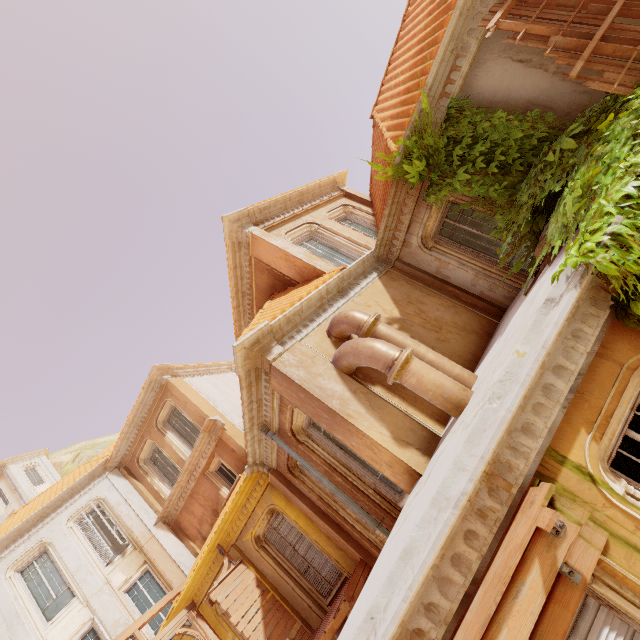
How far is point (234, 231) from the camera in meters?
9.7

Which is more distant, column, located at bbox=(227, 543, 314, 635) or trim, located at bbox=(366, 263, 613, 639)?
column, located at bbox=(227, 543, 314, 635)

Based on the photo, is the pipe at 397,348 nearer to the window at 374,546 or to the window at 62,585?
the window at 374,546

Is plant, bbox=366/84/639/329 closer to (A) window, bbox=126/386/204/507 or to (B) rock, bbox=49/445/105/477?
(A) window, bbox=126/386/204/507

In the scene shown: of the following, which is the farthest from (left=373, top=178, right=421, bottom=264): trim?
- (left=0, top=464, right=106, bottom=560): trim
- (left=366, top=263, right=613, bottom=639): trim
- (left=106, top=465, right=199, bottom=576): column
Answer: (left=106, top=465, right=199, bottom=576): column

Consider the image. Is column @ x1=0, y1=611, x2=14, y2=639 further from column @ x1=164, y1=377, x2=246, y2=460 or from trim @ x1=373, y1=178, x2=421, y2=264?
trim @ x1=373, y1=178, x2=421, y2=264

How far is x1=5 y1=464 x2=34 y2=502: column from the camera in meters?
30.9 m

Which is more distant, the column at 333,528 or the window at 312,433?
the column at 333,528
